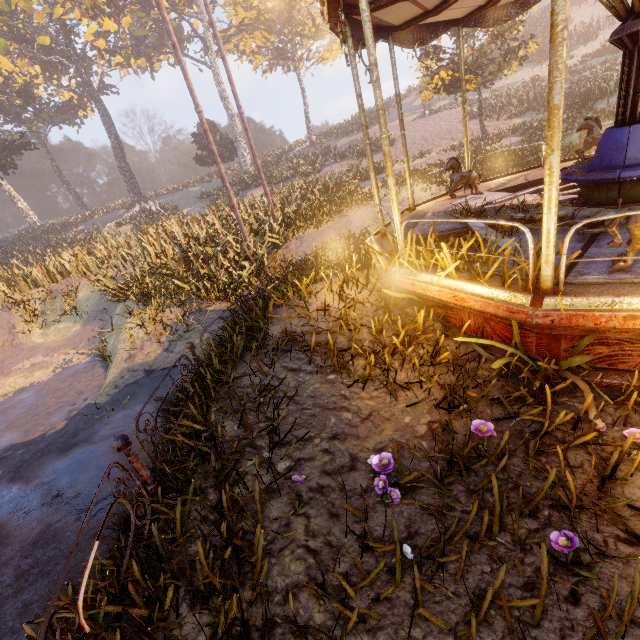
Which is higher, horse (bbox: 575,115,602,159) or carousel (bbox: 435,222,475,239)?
horse (bbox: 575,115,602,159)

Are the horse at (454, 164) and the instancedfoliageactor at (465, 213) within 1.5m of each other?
yes

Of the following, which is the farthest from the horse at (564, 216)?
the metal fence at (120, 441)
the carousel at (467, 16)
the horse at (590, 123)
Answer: the metal fence at (120, 441)

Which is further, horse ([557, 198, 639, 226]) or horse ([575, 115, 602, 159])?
horse ([575, 115, 602, 159])

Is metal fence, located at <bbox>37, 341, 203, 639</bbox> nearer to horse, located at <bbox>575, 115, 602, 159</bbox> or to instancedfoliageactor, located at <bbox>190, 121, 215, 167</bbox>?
instancedfoliageactor, located at <bbox>190, 121, 215, 167</bbox>

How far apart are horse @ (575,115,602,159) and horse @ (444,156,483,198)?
2.02m

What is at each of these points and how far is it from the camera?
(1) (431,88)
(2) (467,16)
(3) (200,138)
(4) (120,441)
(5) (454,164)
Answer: (1) instancedfoliageactor, 16.8m
(2) carousel, 6.5m
(3) instancedfoliageactor, 35.4m
(4) metal fence, 3.3m
(5) horse, 6.9m

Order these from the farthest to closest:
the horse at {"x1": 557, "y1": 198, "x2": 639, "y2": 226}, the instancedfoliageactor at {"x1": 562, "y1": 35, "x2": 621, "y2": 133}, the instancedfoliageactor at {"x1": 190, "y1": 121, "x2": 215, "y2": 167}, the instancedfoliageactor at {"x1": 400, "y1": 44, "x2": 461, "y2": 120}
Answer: the instancedfoliageactor at {"x1": 190, "y1": 121, "x2": 215, "y2": 167}, the instancedfoliageactor at {"x1": 400, "y1": 44, "x2": 461, "y2": 120}, the instancedfoliageactor at {"x1": 562, "y1": 35, "x2": 621, "y2": 133}, the horse at {"x1": 557, "y1": 198, "x2": 639, "y2": 226}
